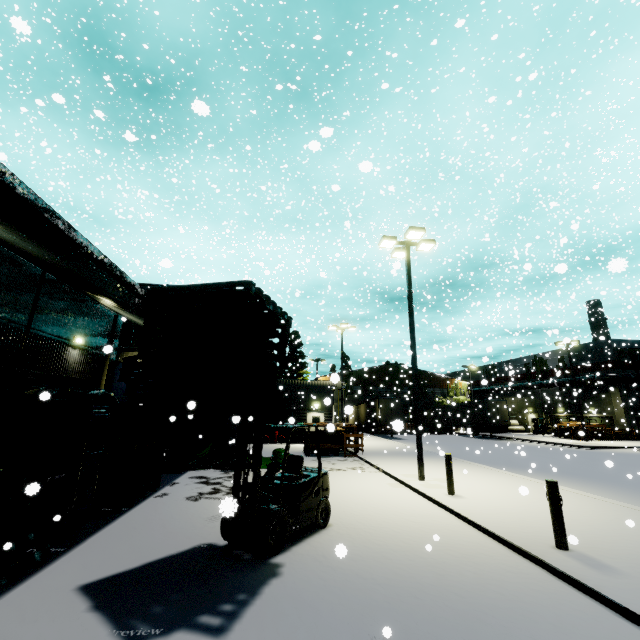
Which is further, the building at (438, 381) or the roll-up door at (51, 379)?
the building at (438, 381)

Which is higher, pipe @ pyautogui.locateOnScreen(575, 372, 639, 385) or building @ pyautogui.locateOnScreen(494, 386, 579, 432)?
pipe @ pyautogui.locateOnScreen(575, 372, 639, 385)

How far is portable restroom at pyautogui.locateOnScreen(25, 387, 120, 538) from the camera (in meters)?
6.59

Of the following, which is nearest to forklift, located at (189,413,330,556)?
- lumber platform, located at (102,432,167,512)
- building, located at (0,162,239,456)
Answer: building, located at (0,162,239,456)

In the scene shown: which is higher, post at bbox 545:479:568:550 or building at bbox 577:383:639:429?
building at bbox 577:383:639:429

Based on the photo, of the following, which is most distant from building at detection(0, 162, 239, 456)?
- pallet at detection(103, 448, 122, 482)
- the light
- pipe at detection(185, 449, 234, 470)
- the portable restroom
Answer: the light

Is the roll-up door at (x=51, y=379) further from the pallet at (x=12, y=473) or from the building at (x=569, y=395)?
the pallet at (x=12, y=473)

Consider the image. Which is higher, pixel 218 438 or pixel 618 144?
pixel 618 144
